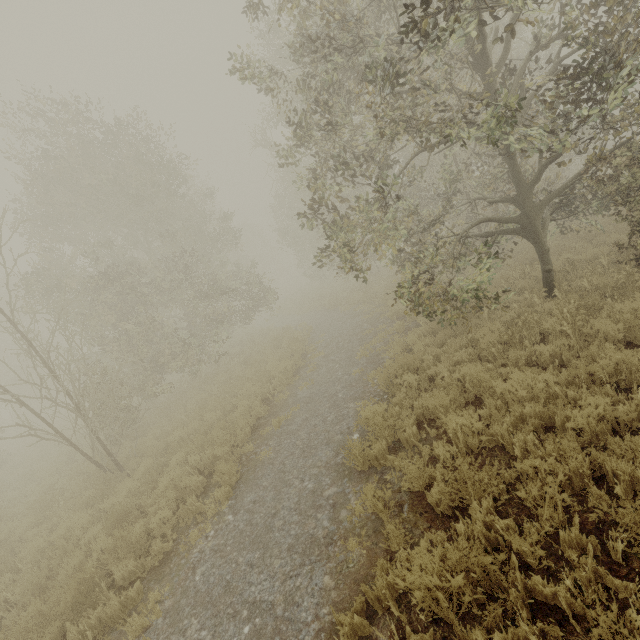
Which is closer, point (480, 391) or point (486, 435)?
point (486, 435)
